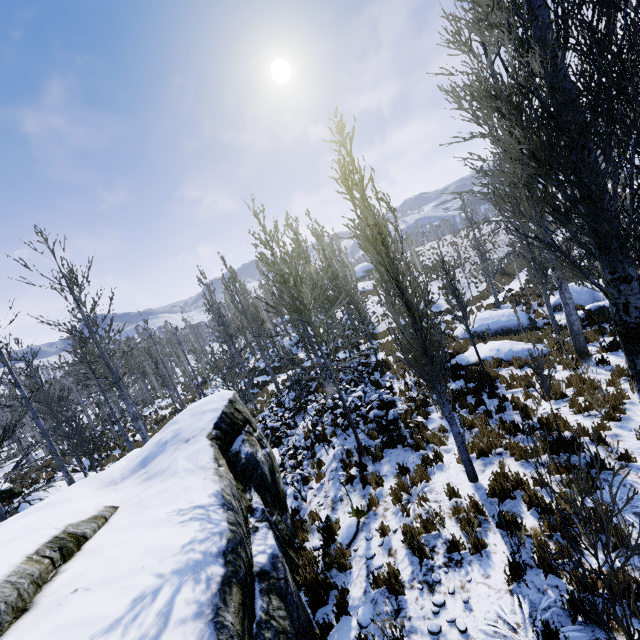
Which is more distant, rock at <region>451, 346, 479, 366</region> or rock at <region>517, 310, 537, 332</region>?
rock at <region>517, 310, 537, 332</region>

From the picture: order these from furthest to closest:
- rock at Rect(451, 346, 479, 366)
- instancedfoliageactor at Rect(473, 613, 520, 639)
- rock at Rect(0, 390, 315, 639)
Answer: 1. rock at Rect(451, 346, 479, 366)
2. instancedfoliageactor at Rect(473, 613, 520, 639)
3. rock at Rect(0, 390, 315, 639)

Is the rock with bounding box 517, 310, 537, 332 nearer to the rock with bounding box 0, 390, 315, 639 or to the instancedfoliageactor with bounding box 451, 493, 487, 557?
the instancedfoliageactor with bounding box 451, 493, 487, 557

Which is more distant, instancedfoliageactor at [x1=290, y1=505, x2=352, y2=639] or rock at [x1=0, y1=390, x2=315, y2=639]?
instancedfoliageactor at [x1=290, y1=505, x2=352, y2=639]

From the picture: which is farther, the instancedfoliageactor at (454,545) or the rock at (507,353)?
the rock at (507,353)

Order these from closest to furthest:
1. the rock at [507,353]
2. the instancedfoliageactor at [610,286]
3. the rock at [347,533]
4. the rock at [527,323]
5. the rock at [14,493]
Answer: the instancedfoliageactor at [610,286] < the rock at [347,533] < the rock at [507,353] < the rock at [14,493] < the rock at [527,323]

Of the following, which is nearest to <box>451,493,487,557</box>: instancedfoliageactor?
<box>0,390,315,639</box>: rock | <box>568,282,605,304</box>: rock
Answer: <box>0,390,315,639</box>: rock

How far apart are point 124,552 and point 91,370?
11.3 meters
